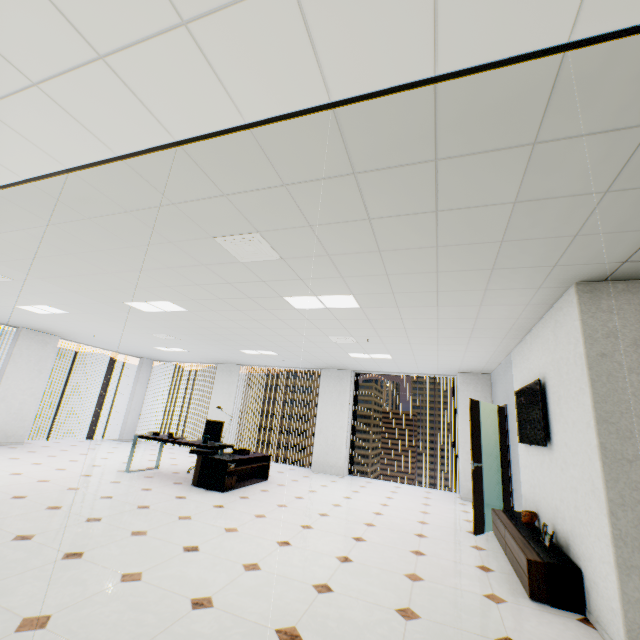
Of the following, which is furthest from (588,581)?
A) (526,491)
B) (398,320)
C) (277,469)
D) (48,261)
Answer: (277,469)

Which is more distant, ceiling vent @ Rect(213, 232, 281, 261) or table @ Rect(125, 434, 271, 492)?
table @ Rect(125, 434, 271, 492)

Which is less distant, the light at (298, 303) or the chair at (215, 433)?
the light at (298, 303)

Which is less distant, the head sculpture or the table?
the head sculpture

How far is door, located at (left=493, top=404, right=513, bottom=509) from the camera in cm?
579

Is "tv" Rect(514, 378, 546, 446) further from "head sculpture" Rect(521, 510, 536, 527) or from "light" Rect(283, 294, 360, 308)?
"light" Rect(283, 294, 360, 308)

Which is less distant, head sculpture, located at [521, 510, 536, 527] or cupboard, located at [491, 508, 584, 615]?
cupboard, located at [491, 508, 584, 615]

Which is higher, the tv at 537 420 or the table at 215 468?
the tv at 537 420
